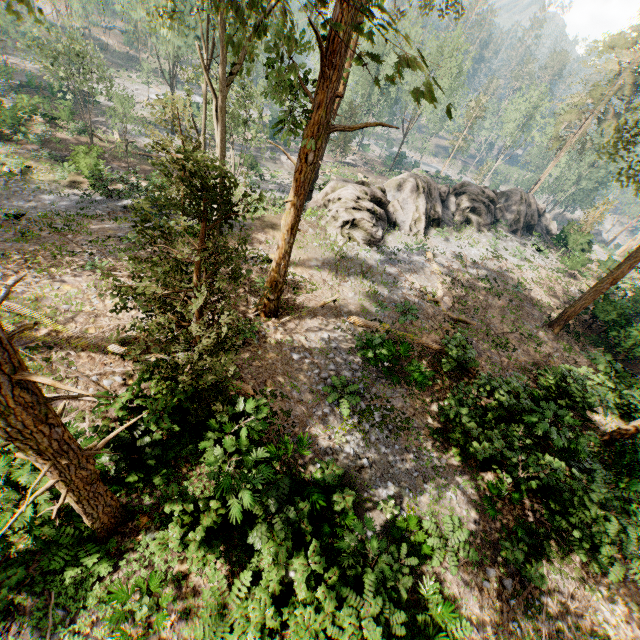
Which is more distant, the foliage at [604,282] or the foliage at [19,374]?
the foliage at [604,282]

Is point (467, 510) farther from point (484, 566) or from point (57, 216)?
point (57, 216)

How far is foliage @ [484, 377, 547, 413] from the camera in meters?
13.1

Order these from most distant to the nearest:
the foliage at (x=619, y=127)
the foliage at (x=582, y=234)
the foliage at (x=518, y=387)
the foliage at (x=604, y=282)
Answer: the foliage at (x=582, y=234)
the foliage at (x=604, y=282)
the foliage at (x=619, y=127)
the foliage at (x=518, y=387)

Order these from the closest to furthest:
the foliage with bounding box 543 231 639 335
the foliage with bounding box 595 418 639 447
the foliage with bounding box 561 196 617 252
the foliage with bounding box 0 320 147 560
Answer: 1. the foliage with bounding box 0 320 147 560
2. the foliage with bounding box 595 418 639 447
3. the foliage with bounding box 543 231 639 335
4. the foliage with bounding box 561 196 617 252

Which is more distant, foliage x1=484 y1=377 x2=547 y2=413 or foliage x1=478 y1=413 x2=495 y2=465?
foliage x1=484 y1=377 x2=547 y2=413

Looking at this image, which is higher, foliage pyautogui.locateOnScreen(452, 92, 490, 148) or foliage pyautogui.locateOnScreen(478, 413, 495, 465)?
foliage pyautogui.locateOnScreen(452, 92, 490, 148)
